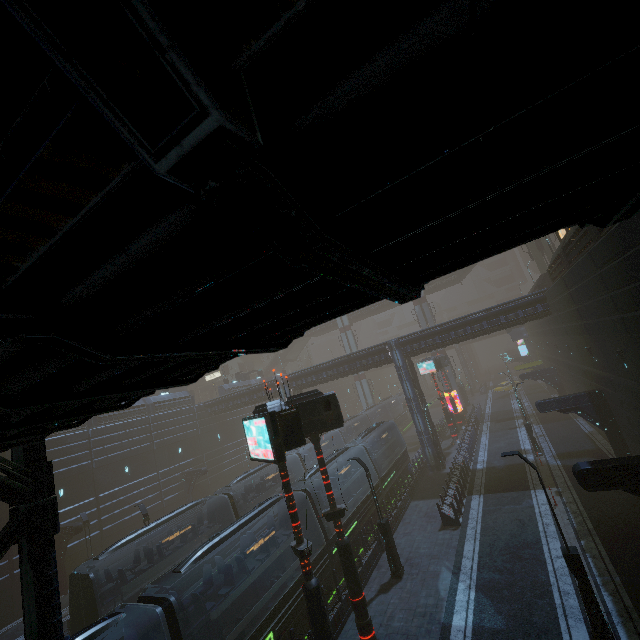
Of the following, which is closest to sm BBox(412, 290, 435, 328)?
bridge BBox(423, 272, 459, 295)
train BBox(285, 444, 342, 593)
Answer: bridge BBox(423, 272, 459, 295)

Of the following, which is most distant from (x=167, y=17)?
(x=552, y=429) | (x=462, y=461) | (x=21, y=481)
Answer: (x=552, y=429)

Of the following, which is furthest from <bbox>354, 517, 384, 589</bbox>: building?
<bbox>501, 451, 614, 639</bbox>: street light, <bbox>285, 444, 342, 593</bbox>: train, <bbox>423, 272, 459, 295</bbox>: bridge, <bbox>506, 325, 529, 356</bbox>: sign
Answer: <bbox>423, 272, 459, 295</bbox>: bridge

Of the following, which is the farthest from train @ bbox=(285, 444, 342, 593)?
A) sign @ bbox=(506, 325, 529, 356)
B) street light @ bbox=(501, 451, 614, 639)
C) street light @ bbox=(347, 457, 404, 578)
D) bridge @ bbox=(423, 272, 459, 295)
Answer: bridge @ bbox=(423, 272, 459, 295)

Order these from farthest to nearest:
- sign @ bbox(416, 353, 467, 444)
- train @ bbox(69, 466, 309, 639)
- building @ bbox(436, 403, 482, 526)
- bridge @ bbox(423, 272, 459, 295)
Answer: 1. bridge @ bbox(423, 272, 459, 295)
2. sign @ bbox(416, 353, 467, 444)
3. building @ bbox(436, 403, 482, 526)
4. train @ bbox(69, 466, 309, 639)

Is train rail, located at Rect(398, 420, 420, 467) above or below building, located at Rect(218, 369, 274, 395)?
below

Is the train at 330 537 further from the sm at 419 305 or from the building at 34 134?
the sm at 419 305

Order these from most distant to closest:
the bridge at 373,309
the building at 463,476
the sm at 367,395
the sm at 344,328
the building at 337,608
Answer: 1. the sm at 344,328
2. the bridge at 373,309
3. the sm at 367,395
4. the building at 463,476
5. the building at 337,608
